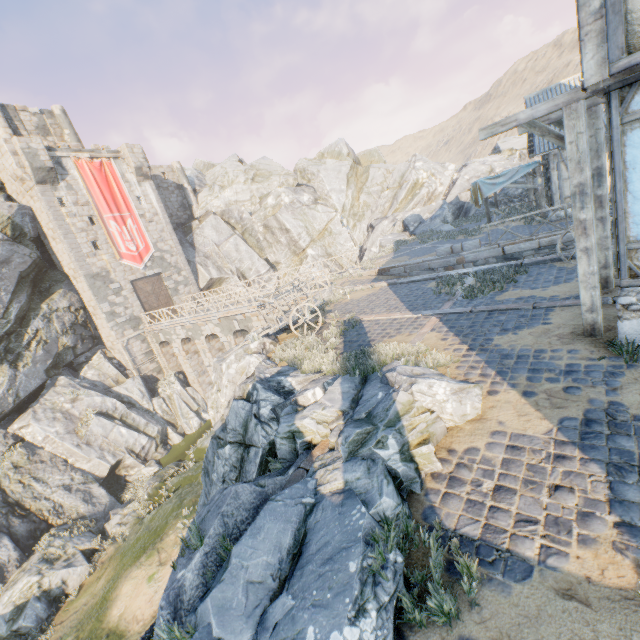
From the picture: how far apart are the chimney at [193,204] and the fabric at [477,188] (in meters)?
28.05

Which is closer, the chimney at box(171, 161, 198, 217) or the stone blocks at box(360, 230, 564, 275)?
the stone blocks at box(360, 230, 564, 275)

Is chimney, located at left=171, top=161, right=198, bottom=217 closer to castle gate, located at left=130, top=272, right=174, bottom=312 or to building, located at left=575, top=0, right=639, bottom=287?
castle gate, located at left=130, top=272, right=174, bottom=312

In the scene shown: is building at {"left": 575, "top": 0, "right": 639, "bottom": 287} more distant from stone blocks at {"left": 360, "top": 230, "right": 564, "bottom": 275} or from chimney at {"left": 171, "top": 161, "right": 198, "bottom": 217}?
chimney at {"left": 171, "top": 161, "right": 198, "bottom": 217}

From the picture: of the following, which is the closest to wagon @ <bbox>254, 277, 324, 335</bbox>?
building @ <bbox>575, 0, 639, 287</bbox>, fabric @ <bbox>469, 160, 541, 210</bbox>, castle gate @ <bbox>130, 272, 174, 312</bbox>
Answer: building @ <bbox>575, 0, 639, 287</bbox>

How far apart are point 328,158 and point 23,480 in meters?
40.2

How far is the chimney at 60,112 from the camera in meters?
27.8 m

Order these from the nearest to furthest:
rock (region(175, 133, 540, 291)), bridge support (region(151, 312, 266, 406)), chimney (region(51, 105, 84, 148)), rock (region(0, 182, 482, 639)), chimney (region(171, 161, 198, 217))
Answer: rock (region(0, 182, 482, 639)) → bridge support (region(151, 312, 266, 406)) → chimney (region(51, 105, 84, 148)) → rock (region(175, 133, 540, 291)) → chimney (region(171, 161, 198, 217))
